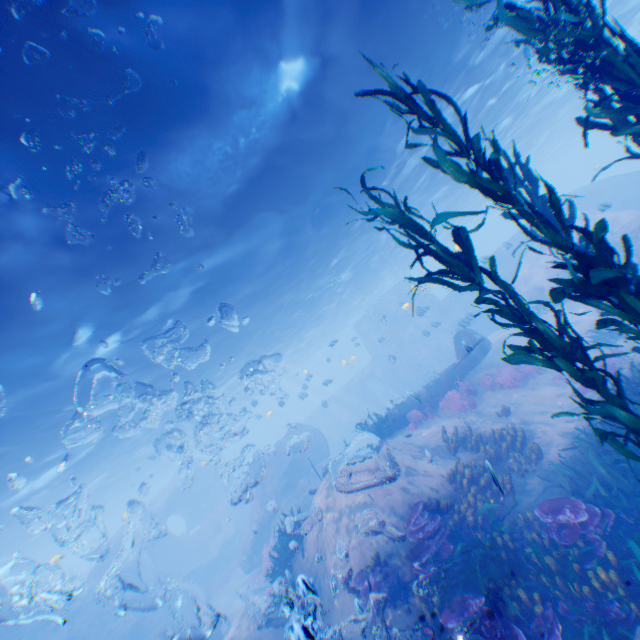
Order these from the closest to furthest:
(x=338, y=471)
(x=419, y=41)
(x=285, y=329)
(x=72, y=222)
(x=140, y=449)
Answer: (x=72, y=222)
(x=419, y=41)
(x=338, y=471)
(x=285, y=329)
(x=140, y=449)

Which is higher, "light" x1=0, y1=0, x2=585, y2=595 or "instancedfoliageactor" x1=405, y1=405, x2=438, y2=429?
"light" x1=0, y1=0, x2=585, y2=595

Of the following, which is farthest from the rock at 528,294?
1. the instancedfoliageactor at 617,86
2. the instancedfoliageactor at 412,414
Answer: the instancedfoliageactor at 412,414

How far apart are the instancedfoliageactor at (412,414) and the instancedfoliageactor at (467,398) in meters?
0.5 m

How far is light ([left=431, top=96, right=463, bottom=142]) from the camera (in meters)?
13.96

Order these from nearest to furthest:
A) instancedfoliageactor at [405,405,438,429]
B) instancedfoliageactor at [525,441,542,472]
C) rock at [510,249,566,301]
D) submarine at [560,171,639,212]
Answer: instancedfoliageactor at [525,441,542,472], instancedfoliageactor at [405,405,438,429], rock at [510,249,566,301], submarine at [560,171,639,212]

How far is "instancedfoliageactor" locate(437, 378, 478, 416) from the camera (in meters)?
13.78

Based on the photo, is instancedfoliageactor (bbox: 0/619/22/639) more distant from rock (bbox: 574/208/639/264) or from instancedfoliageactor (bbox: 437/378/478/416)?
instancedfoliageactor (bbox: 437/378/478/416)
